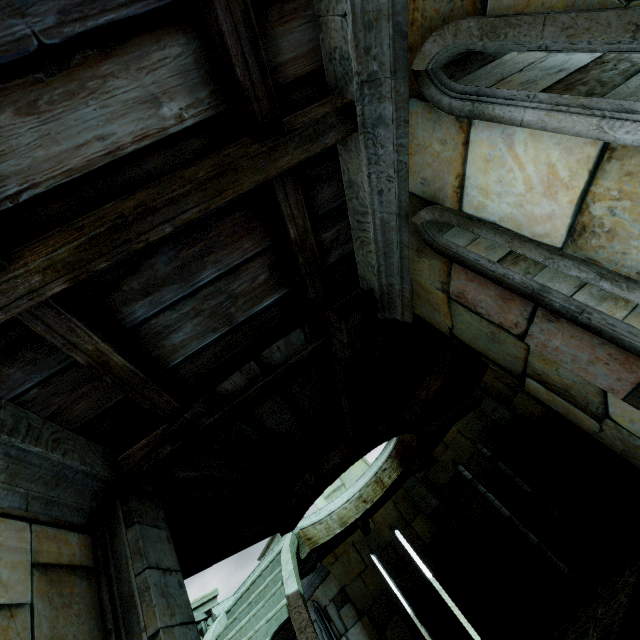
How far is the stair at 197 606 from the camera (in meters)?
6.84

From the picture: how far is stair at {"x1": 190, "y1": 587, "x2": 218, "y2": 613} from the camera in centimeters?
684cm

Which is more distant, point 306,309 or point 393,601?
point 393,601
